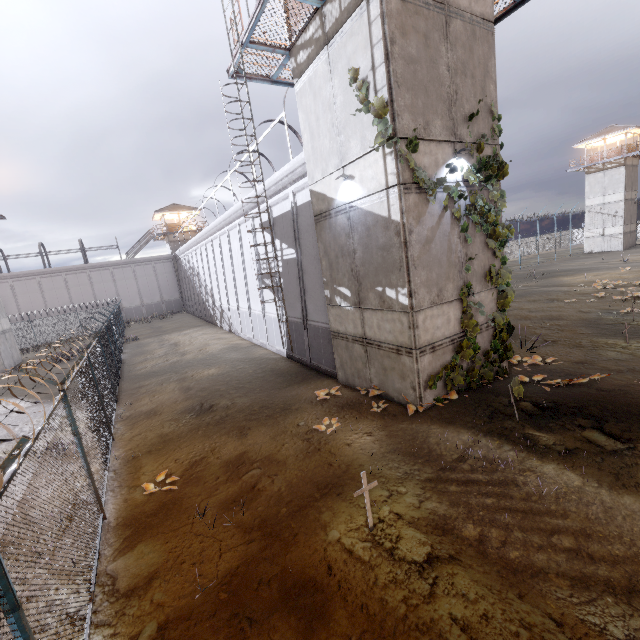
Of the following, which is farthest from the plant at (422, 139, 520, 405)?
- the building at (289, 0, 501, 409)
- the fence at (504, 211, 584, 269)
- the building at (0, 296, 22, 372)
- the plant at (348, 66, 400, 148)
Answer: the building at (0, 296, 22, 372)

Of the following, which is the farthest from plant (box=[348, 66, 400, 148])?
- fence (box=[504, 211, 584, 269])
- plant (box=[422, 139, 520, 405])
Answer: fence (box=[504, 211, 584, 269])

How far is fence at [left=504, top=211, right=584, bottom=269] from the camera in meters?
37.8 m

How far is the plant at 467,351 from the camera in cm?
872

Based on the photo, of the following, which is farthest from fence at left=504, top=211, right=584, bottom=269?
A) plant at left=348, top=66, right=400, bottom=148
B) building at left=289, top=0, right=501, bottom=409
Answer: plant at left=348, top=66, right=400, bottom=148

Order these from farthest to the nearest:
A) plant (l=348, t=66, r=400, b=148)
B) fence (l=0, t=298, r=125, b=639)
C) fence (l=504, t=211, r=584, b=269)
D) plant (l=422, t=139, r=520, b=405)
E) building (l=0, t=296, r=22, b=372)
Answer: fence (l=504, t=211, r=584, b=269), building (l=0, t=296, r=22, b=372), plant (l=422, t=139, r=520, b=405), plant (l=348, t=66, r=400, b=148), fence (l=0, t=298, r=125, b=639)

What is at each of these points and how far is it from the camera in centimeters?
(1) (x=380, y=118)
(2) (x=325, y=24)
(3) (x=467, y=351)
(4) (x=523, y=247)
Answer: (1) plant, 730cm
(2) building, 826cm
(3) plant, 889cm
(4) fence, 5050cm

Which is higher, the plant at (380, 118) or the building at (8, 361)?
the plant at (380, 118)
